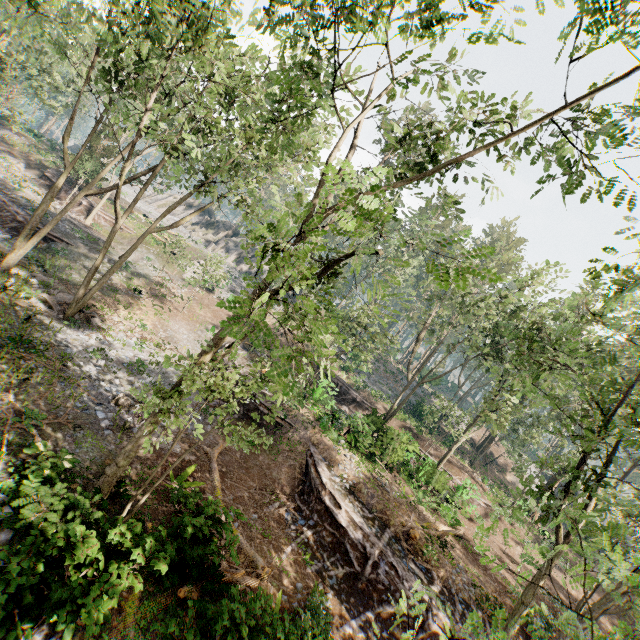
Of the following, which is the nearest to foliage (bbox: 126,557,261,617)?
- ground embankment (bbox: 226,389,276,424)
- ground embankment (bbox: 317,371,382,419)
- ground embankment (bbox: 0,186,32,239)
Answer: ground embankment (bbox: 0,186,32,239)

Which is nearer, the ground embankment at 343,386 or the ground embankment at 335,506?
the ground embankment at 335,506

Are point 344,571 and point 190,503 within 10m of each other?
yes

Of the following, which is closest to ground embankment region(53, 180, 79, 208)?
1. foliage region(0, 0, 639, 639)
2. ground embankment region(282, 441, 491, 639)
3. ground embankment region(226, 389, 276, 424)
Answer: foliage region(0, 0, 639, 639)

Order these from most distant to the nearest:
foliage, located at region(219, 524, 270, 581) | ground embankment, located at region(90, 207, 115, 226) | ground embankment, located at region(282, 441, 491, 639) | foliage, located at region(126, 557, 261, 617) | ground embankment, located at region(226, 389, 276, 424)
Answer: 1. ground embankment, located at region(90, 207, 115, 226)
2. ground embankment, located at region(226, 389, 276, 424)
3. ground embankment, located at region(282, 441, 491, 639)
4. foliage, located at region(219, 524, 270, 581)
5. foliage, located at region(126, 557, 261, 617)

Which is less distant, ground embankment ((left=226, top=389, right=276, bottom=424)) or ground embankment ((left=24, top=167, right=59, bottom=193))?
ground embankment ((left=226, top=389, right=276, bottom=424))

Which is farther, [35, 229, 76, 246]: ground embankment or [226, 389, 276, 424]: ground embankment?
[35, 229, 76, 246]: ground embankment

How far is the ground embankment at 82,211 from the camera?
32.1m
